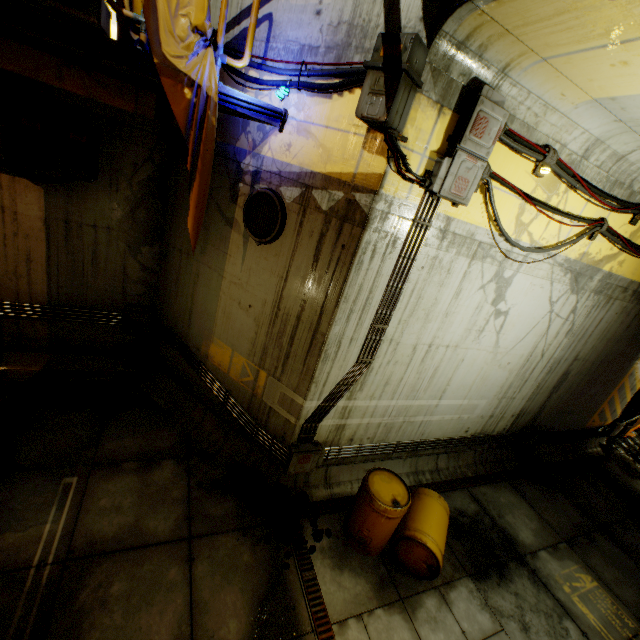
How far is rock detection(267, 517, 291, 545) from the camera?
5.1 meters

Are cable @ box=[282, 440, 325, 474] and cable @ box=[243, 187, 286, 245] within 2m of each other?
no

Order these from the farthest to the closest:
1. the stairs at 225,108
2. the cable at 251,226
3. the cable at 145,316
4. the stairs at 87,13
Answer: the cable at 145,316, the cable at 251,226, the stairs at 225,108, the stairs at 87,13

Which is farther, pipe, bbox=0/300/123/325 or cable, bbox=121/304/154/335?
cable, bbox=121/304/154/335

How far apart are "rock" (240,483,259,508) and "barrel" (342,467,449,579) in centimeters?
66cm

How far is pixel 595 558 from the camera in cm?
672

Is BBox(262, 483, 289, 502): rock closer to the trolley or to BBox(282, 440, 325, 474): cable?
BBox(282, 440, 325, 474): cable

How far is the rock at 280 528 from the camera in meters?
5.1 m
